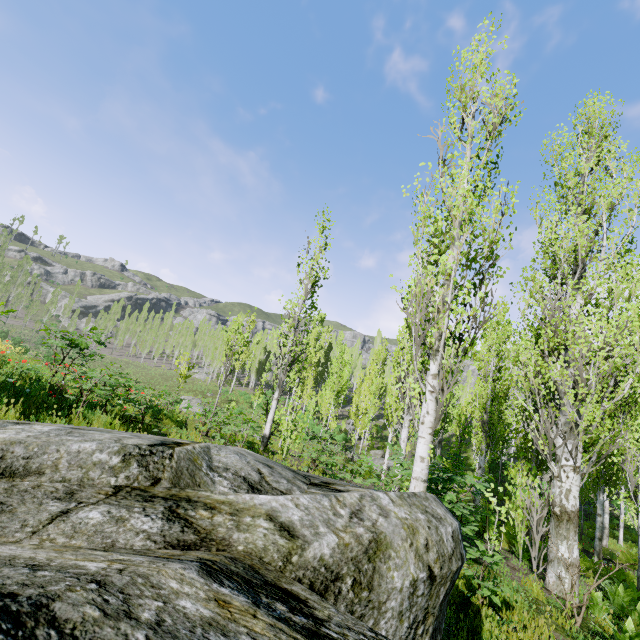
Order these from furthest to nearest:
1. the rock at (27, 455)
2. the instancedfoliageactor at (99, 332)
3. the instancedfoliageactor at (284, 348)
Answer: the instancedfoliageactor at (99, 332) < the instancedfoliageactor at (284, 348) < the rock at (27, 455)

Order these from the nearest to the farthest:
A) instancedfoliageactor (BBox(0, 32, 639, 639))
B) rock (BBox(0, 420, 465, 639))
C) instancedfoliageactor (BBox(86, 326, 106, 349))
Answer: rock (BBox(0, 420, 465, 639)) < instancedfoliageactor (BBox(0, 32, 639, 639)) < instancedfoliageactor (BBox(86, 326, 106, 349))

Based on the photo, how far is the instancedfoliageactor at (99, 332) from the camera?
8.9m

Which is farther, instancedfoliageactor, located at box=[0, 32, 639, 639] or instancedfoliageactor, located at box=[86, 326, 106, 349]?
instancedfoliageactor, located at box=[86, 326, 106, 349]

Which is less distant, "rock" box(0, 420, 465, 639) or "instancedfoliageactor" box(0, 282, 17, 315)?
"rock" box(0, 420, 465, 639)

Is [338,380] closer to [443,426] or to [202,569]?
[443,426]

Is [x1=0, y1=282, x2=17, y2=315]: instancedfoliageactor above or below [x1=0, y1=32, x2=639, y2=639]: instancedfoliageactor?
above
